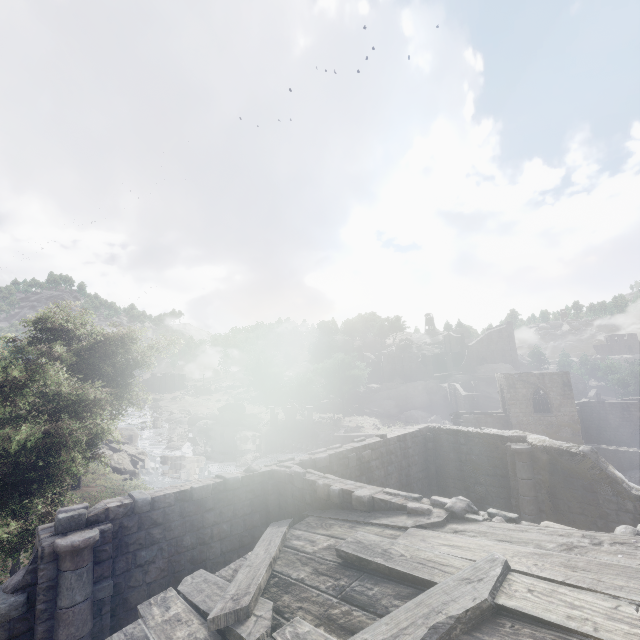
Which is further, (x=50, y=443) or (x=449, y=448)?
(x=449, y=448)

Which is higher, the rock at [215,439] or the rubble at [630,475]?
the rock at [215,439]

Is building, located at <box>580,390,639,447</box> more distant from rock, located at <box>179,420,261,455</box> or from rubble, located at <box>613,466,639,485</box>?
rock, located at <box>179,420,261,455</box>

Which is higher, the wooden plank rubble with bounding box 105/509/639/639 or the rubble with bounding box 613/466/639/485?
the wooden plank rubble with bounding box 105/509/639/639

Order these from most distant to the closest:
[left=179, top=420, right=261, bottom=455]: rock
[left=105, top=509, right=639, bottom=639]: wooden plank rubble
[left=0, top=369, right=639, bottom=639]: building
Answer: [left=179, top=420, right=261, bottom=455]: rock
[left=0, top=369, right=639, bottom=639]: building
[left=105, top=509, right=639, bottom=639]: wooden plank rubble

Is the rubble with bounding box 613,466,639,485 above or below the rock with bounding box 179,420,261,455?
below

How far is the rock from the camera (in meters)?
51.28

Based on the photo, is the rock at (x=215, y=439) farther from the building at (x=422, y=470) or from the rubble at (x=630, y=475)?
the rubble at (x=630, y=475)
